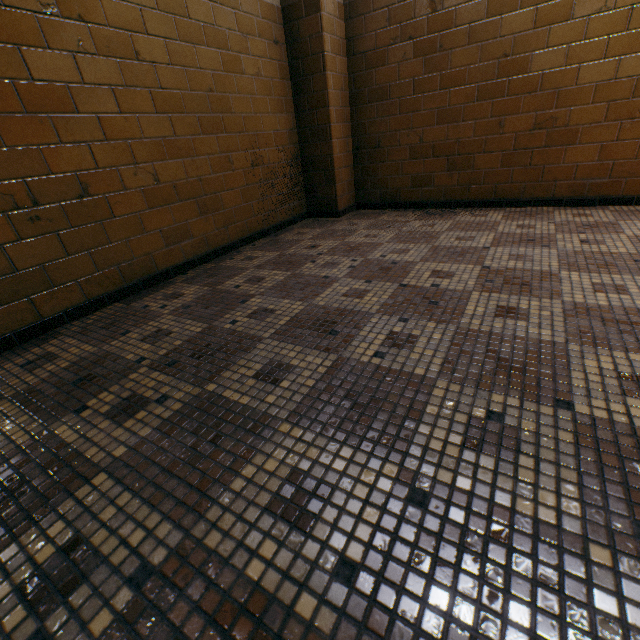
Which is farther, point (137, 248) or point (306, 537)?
point (137, 248)
